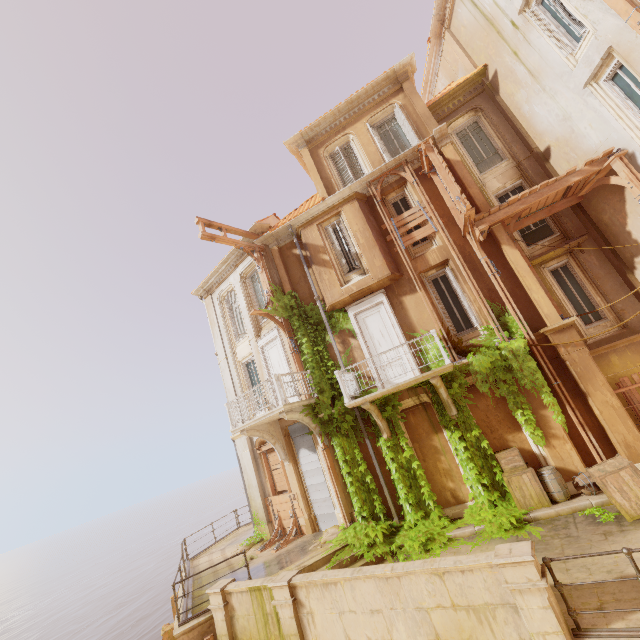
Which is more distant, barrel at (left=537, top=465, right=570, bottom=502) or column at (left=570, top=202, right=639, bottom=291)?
column at (left=570, top=202, right=639, bottom=291)

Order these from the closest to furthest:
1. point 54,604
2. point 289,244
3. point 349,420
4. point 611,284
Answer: point 611,284 → point 349,420 → point 289,244 → point 54,604

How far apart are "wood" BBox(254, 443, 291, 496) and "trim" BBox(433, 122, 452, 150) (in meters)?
13.86

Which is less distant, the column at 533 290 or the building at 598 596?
the building at 598 596

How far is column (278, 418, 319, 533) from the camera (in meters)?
12.77

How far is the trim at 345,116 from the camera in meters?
13.7

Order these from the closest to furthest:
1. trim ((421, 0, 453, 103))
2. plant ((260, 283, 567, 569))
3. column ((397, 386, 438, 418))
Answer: plant ((260, 283, 567, 569)) → column ((397, 386, 438, 418)) → trim ((421, 0, 453, 103))

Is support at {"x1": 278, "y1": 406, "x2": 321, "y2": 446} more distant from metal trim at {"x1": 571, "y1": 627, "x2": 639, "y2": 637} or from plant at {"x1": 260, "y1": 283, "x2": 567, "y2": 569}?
metal trim at {"x1": 571, "y1": 627, "x2": 639, "y2": 637}
